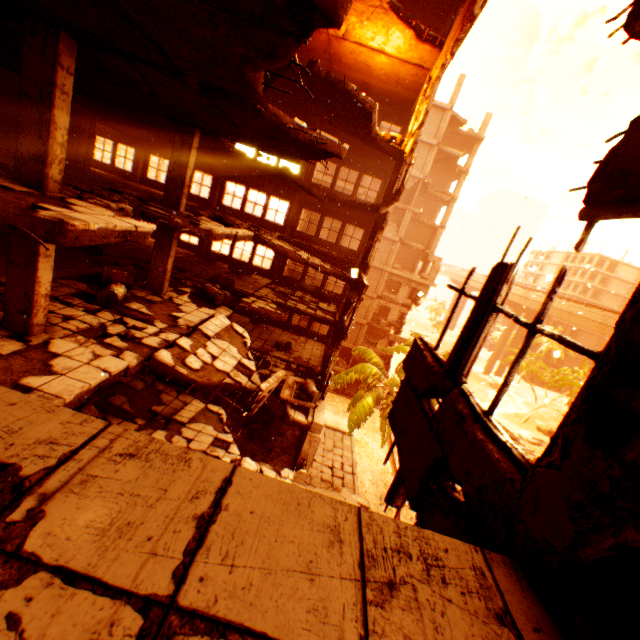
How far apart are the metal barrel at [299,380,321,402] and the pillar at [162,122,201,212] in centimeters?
802cm

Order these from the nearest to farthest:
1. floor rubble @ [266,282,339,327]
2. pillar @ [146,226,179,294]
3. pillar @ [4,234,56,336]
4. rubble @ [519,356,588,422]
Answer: pillar @ [4,234,56,336], pillar @ [146,226,179,294], floor rubble @ [266,282,339,327], rubble @ [519,356,588,422]

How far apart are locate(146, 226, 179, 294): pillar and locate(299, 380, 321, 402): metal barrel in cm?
645

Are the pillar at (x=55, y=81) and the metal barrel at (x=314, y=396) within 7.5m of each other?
no

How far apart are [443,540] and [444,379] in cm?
185

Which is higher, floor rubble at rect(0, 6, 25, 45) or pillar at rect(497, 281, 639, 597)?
floor rubble at rect(0, 6, 25, 45)

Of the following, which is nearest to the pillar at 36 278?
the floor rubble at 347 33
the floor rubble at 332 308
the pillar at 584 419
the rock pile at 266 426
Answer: the floor rubble at 347 33

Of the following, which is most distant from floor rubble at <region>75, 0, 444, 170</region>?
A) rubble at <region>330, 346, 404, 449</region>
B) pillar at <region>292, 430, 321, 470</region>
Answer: pillar at <region>292, 430, 321, 470</region>
